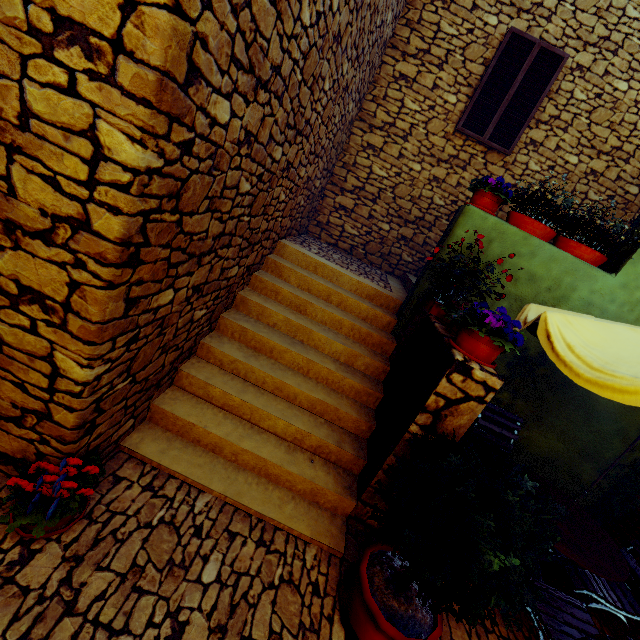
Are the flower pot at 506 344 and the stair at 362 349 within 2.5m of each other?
yes

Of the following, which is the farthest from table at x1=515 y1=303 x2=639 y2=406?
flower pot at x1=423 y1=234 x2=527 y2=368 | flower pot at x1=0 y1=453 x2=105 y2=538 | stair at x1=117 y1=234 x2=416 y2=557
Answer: flower pot at x1=0 y1=453 x2=105 y2=538

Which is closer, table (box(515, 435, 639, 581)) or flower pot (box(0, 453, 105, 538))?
flower pot (box(0, 453, 105, 538))

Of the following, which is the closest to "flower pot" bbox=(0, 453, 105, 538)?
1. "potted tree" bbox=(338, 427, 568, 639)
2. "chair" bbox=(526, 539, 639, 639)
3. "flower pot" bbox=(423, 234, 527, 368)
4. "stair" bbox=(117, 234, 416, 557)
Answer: "stair" bbox=(117, 234, 416, 557)

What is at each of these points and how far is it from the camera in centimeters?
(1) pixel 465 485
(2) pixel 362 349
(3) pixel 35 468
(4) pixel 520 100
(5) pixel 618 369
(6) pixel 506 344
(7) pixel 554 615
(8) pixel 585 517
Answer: (1) potted tree, 203cm
(2) stair, 414cm
(3) flower pot, 202cm
(4) window, 568cm
(5) table, 215cm
(6) flower pot, 239cm
(7) chair, 264cm
(8) table, 333cm

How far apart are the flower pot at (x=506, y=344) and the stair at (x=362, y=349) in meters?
1.1

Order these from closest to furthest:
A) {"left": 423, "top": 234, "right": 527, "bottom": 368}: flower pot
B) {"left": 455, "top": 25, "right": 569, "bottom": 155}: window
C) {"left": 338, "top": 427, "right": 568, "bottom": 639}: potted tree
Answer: {"left": 338, "top": 427, "right": 568, "bottom": 639}: potted tree < {"left": 423, "top": 234, "right": 527, "bottom": 368}: flower pot < {"left": 455, "top": 25, "right": 569, "bottom": 155}: window

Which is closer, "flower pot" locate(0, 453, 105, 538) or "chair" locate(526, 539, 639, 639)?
"flower pot" locate(0, 453, 105, 538)
